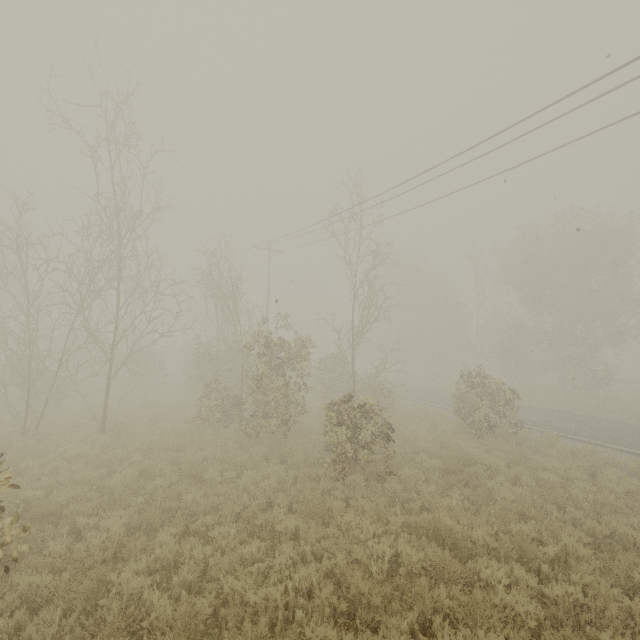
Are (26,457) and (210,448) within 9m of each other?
yes
